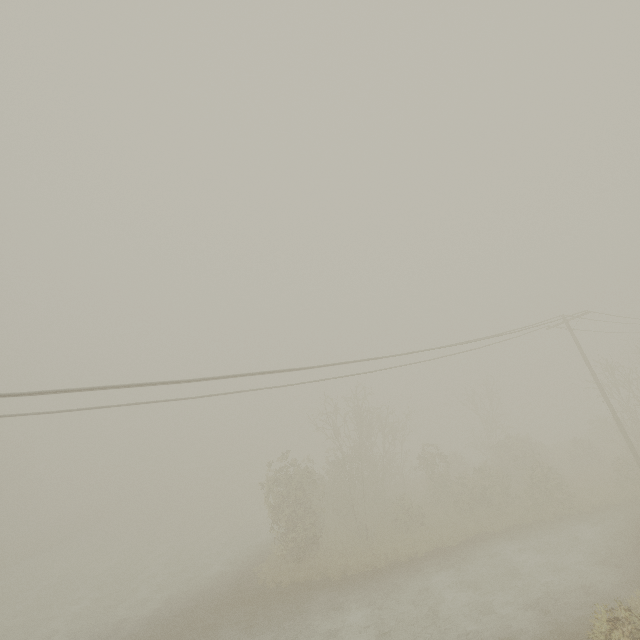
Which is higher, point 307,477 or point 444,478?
point 307,477
